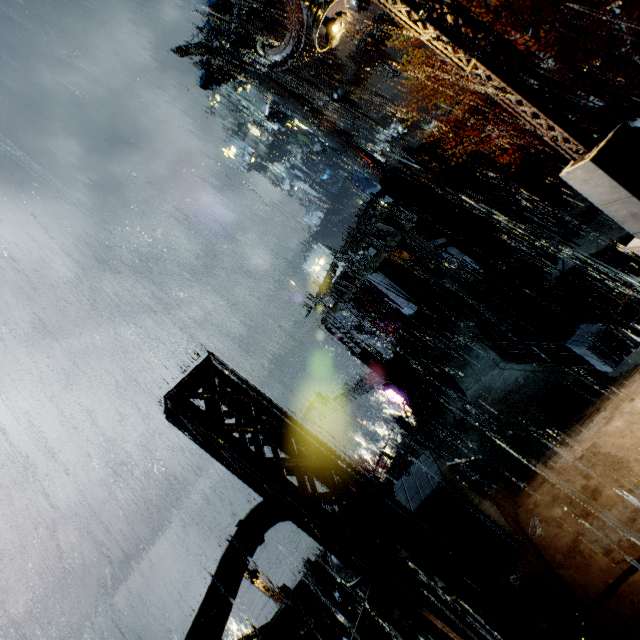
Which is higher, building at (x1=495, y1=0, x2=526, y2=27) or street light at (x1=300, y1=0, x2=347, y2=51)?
building at (x1=495, y1=0, x2=526, y2=27)

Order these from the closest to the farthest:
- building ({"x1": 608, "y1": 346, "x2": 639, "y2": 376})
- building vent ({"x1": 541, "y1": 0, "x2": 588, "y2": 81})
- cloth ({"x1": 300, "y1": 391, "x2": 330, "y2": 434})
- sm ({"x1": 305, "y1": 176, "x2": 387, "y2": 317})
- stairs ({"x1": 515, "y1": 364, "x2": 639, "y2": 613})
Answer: stairs ({"x1": 515, "y1": 364, "x2": 639, "y2": 613}) → building ({"x1": 608, "y1": 346, "x2": 639, "y2": 376}) → sm ({"x1": 305, "y1": 176, "x2": 387, "y2": 317}) → building vent ({"x1": 541, "y1": 0, "x2": 588, "y2": 81}) → cloth ({"x1": 300, "y1": 391, "x2": 330, "y2": 434})

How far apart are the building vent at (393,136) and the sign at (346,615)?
39.8m

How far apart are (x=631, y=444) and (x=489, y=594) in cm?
289

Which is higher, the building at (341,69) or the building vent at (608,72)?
the building at (341,69)

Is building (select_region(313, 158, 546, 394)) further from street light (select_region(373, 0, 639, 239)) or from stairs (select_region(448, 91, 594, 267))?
street light (select_region(373, 0, 639, 239))

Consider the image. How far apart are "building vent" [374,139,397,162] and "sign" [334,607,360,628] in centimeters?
3978cm

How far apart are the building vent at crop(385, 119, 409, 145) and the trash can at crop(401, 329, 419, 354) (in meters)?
25.59
